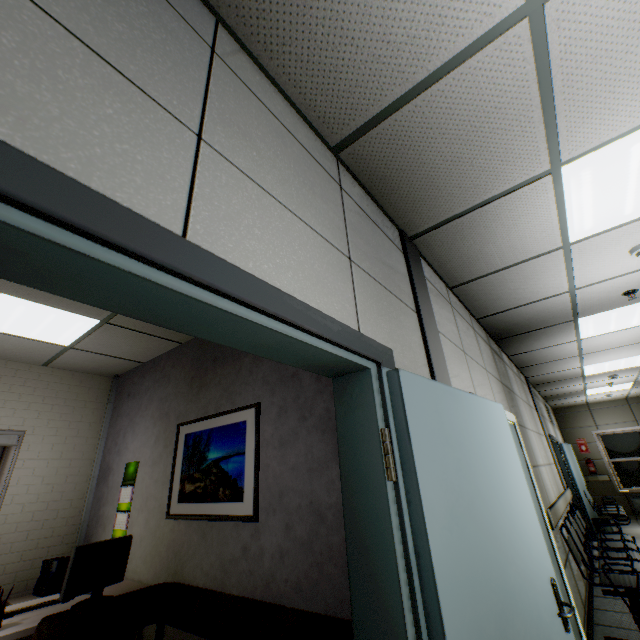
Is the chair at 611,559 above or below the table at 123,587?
below

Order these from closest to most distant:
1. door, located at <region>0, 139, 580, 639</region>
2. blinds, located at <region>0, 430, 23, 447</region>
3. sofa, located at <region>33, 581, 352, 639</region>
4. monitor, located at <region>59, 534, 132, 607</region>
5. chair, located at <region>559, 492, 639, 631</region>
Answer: door, located at <region>0, 139, 580, 639</region> → sofa, located at <region>33, 581, 352, 639</region> → monitor, located at <region>59, 534, 132, 607</region> → chair, located at <region>559, 492, 639, 631</region> → blinds, located at <region>0, 430, 23, 447</region>

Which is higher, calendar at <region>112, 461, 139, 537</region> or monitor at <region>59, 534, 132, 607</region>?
calendar at <region>112, 461, 139, 537</region>

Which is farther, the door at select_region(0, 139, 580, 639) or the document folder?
the document folder

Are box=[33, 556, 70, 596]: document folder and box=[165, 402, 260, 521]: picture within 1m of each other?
no

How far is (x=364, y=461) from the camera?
1.2m

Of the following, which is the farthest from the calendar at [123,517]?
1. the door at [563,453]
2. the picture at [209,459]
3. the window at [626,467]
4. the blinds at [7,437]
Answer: the window at [626,467]

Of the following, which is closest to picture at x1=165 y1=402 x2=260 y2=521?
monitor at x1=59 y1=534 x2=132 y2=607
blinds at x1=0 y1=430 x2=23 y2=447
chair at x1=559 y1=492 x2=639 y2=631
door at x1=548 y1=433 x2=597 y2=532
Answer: monitor at x1=59 y1=534 x2=132 y2=607
